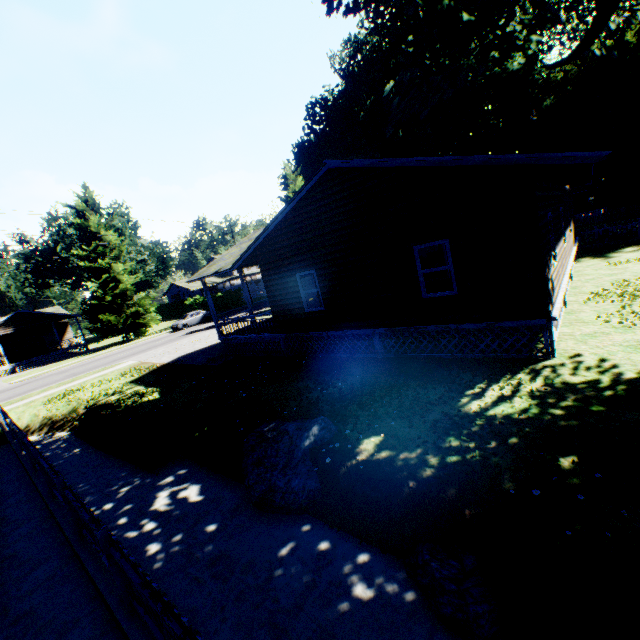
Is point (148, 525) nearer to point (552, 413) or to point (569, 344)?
point (552, 413)

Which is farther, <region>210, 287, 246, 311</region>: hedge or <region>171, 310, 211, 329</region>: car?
<region>210, 287, 246, 311</region>: hedge

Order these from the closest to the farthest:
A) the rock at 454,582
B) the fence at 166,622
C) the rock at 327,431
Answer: the fence at 166,622, the rock at 454,582, the rock at 327,431

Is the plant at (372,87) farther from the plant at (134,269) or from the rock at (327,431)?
the plant at (134,269)

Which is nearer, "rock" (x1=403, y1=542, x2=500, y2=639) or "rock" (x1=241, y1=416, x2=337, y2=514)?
"rock" (x1=403, y1=542, x2=500, y2=639)

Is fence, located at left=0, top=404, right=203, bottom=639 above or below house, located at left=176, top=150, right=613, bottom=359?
below

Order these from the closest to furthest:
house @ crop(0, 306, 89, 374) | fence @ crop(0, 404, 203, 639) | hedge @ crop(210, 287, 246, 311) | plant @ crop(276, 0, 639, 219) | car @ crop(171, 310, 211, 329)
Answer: fence @ crop(0, 404, 203, 639)
plant @ crop(276, 0, 639, 219)
house @ crop(0, 306, 89, 374)
car @ crop(171, 310, 211, 329)
hedge @ crop(210, 287, 246, 311)

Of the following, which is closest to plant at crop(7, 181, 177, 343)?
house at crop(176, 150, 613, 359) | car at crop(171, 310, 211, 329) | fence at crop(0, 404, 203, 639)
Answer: car at crop(171, 310, 211, 329)
